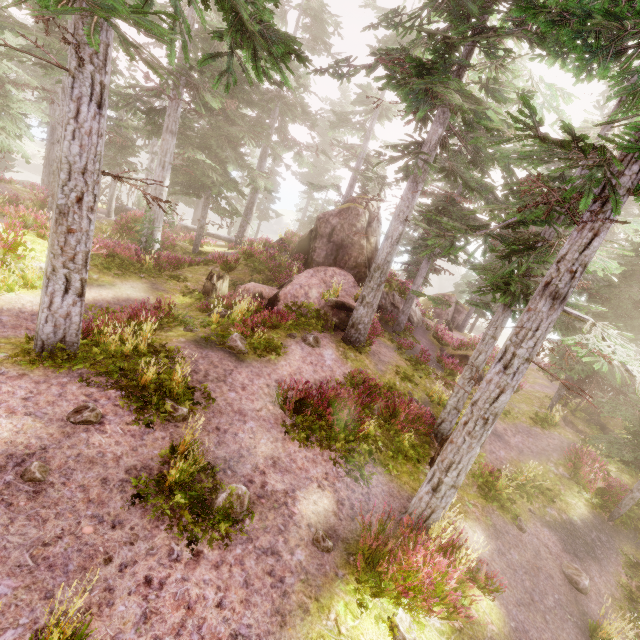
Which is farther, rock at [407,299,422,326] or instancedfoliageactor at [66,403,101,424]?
rock at [407,299,422,326]

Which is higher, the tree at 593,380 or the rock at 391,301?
the tree at 593,380

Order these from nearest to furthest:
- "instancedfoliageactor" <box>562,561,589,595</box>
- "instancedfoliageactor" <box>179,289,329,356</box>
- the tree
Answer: "instancedfoliageactor" <box>562,561,589,595</box>, "instancedfoliageactor" <box>179,289,329,356</box>, the tree

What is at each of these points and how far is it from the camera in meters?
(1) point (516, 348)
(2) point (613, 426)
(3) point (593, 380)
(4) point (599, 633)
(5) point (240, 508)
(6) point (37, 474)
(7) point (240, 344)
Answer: (1) instancedfoliageactor, 6.3 m
(2) rock, 16.8 m
(3) tree, 17.6 m
(4) instancedfoliageactor, 7.8 m
(5) instancedfoliageactor, 6.1 m
(6) instancedfoliageactor, 4.9 m
(7) instancedfoliageactor, 10.5 m

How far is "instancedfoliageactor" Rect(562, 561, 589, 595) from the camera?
9.13m

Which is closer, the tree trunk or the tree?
the tree trunk

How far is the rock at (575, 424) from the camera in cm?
1638

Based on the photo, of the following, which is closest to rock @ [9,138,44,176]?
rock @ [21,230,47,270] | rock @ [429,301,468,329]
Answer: rock @ [429,301,468,329]
